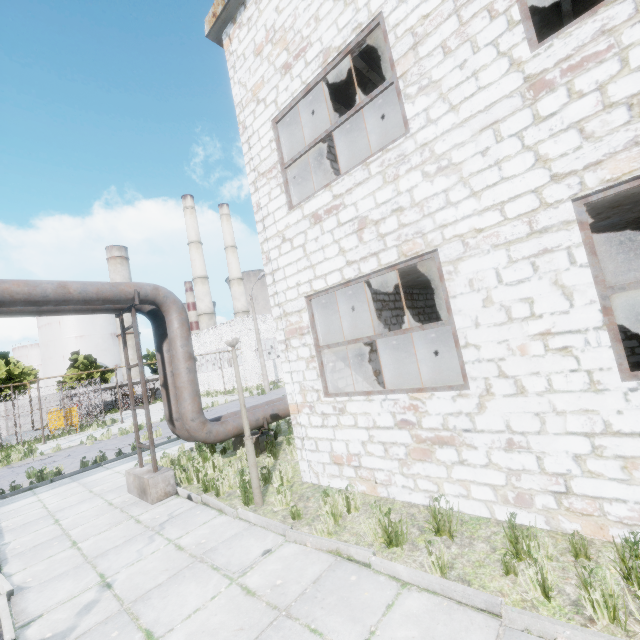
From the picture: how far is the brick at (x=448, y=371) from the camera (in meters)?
12.00

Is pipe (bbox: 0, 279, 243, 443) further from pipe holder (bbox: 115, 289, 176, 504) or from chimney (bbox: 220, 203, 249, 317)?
chimney (bbox: 220, 203, 249, 317)

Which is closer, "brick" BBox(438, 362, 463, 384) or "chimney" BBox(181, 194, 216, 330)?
"brick" BBox(438, 362, 463, 384)

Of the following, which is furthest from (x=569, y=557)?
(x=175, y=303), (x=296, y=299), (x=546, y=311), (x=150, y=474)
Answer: (x=175, y=303)

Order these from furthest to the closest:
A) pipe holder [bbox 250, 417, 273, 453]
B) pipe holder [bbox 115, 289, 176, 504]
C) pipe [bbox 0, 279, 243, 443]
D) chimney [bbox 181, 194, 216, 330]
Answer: chimney [bbox 181, 194, 216, 330]
pipe holder [bbox 250, 417, 273, 453]
pipe holder [bbox 115, 289, 176, 504]
pipe [bbox 0, 279, 243, 443]

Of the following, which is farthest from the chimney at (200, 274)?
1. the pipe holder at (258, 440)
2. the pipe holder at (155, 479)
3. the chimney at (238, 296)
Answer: the pipe holder at (155, 479)

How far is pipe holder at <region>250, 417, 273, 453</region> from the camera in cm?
977

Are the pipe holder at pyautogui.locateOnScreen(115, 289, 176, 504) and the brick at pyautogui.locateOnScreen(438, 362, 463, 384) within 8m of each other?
no
